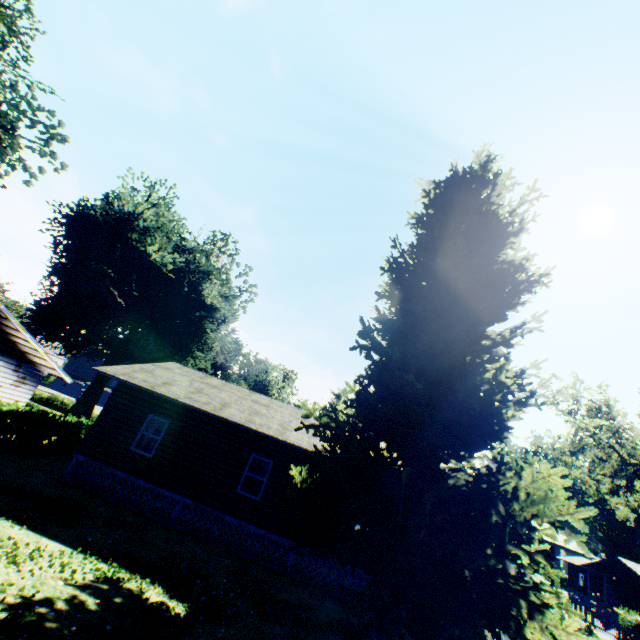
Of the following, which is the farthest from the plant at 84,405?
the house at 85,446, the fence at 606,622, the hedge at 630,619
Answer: the hedge at 630,619

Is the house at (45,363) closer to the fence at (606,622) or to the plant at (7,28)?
the plant at (7,28)

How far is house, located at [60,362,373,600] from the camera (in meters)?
12.89

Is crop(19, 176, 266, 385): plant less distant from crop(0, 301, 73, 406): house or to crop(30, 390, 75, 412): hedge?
crop(30, 390, 75, 412): hedge

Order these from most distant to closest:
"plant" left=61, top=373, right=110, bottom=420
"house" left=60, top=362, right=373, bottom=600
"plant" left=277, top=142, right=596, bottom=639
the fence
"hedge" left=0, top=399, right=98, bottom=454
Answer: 1. "plant" left=61, top=373, right=110, bottom=420
2. the fence
3. "hedge" left=0, top=399, right=98, bottom=454
4. "house" left=60, top=362, right=373, bottom=600
5. "plant" left=277, top=142, right=596, bottom=639

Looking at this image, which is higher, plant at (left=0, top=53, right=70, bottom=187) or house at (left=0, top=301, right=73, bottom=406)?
plant at (left=0, top=53, right=70, bottom=187)

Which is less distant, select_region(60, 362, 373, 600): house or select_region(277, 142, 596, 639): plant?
select_region(277, 142, 596, 639): plant

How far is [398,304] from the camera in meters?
12.3 m
